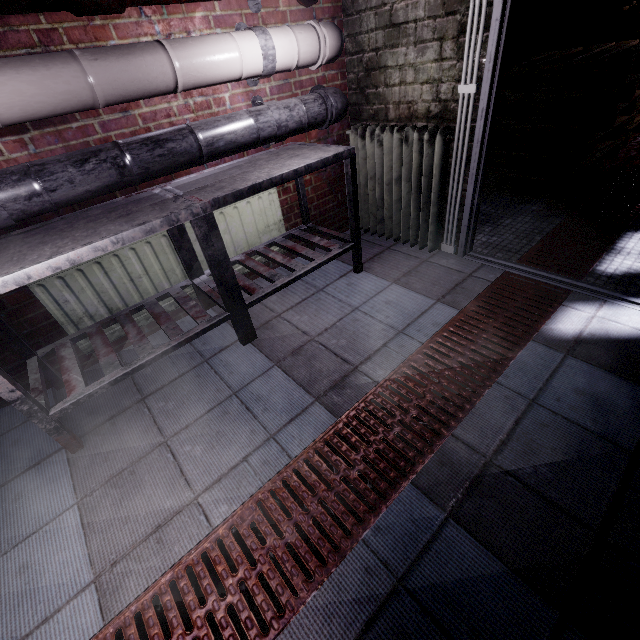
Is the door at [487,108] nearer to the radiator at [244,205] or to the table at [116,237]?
the table at [116,237]

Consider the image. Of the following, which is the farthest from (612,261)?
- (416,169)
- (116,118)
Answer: (116,118)

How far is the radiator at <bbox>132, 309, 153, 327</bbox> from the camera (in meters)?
2.04

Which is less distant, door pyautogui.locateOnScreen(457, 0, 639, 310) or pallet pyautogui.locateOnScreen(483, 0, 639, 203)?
door pyautogui.locateOnScreen(457, 0, 639, 310)

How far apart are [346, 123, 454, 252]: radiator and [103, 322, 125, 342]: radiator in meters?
1.5 m

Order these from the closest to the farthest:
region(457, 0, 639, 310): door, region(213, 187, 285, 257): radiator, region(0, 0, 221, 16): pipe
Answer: region(0, 0, 221, 16): pipe → region(457, 0, 639, 310): door → region(213, 187, 285, 257): radiator

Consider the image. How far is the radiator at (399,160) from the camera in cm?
206
